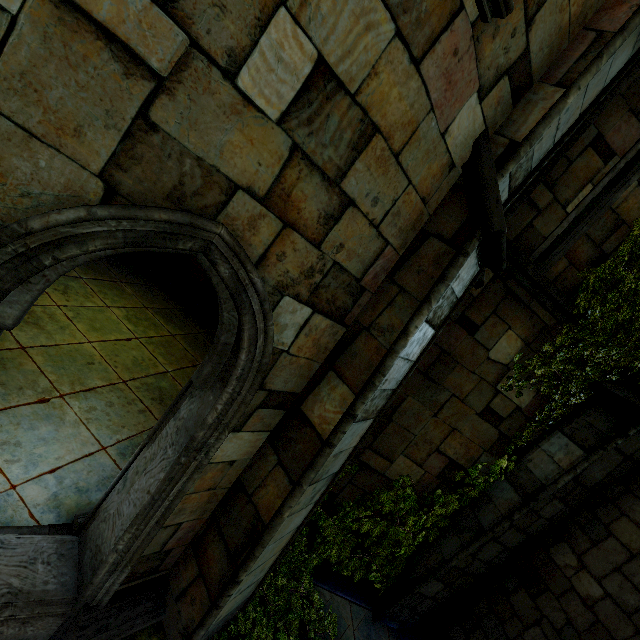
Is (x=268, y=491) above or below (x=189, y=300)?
above
